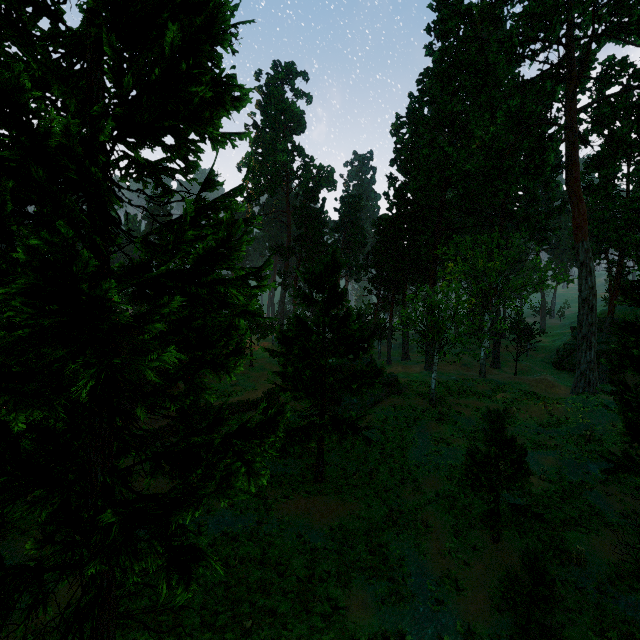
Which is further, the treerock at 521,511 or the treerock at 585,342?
the treerock at 521,511

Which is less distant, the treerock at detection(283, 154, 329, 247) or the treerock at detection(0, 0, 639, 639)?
the treerock at detection(0, 0, 639, 639)

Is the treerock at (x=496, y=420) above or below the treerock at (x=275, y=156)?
below

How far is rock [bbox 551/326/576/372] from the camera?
39.45m

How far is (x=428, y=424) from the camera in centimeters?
2441cm

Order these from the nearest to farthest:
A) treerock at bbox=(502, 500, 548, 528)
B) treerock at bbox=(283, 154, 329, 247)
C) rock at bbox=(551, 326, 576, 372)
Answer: treerock at bbox=(502, 500, 548, 528), rock at bbox=(551, 326, 576, 372), treerock at bbox=(283, 154, 329, 247)

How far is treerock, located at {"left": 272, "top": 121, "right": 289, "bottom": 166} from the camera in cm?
→ 5446
